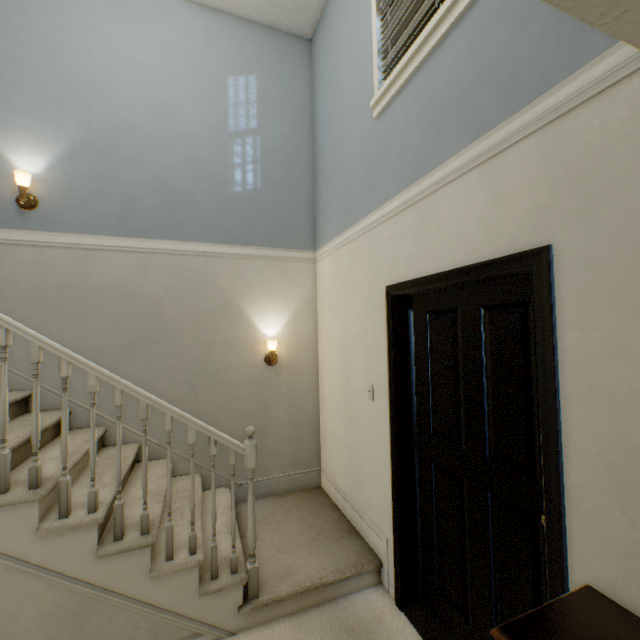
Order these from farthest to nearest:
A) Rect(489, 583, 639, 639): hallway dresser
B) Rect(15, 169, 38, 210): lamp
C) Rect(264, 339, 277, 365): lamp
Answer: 1. Rect(264, 339, 277, 365): lamp
2. Rect(15, 169, 38, 210): lamp
3. Rect(489, 583, 639, 639): hallway dresser

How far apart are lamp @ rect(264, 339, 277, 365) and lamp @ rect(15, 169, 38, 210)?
2.3m

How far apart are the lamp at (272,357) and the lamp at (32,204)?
2.26m

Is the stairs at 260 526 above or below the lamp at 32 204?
below

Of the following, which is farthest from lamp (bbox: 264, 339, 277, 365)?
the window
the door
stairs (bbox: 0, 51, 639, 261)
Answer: the window

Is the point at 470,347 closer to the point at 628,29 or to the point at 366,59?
the point at 628,29

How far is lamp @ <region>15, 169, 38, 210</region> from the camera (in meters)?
2.57

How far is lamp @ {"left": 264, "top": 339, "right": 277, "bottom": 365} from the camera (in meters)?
3.25
